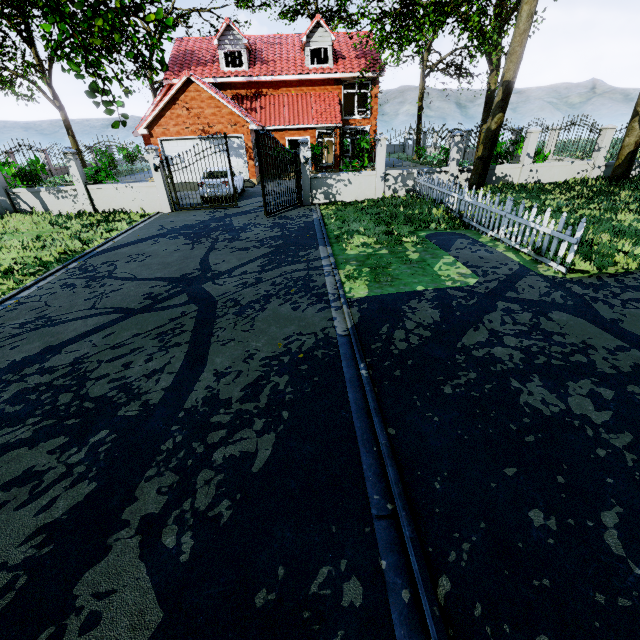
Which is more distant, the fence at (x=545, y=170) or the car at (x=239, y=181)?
the car at (x=239, y=181)

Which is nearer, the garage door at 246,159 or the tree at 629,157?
the tree at 629,157

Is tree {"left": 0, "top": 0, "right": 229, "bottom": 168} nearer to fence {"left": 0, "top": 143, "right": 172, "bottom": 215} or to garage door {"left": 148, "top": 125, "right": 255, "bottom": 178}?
fence {"left": 0, "top": 143, "right": 172, "bottom": 215}

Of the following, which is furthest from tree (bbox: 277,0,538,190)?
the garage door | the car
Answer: the car

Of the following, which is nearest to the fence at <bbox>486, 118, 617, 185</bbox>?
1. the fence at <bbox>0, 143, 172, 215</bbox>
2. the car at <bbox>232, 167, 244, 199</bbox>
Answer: the car at <bbox>232, 167, 244, 199</bbox>

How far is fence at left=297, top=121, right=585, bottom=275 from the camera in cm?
686

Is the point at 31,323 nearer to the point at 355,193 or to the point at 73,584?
the point at 73,584

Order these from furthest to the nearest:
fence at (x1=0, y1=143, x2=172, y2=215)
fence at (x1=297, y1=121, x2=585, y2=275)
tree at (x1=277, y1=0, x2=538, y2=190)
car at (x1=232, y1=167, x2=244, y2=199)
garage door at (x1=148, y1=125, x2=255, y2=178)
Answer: garage door at (x1=148, y1=125, x2=255, y2=178), car at (x1=232, y1=167, x2=244, y2=199), fence at (x1=0, y1=143, x2=172, y2=215), tree at (x1=277, y1=0, x2=538, y2=190), fence at (x1=297, y1=121, x2=585, y2=275)
